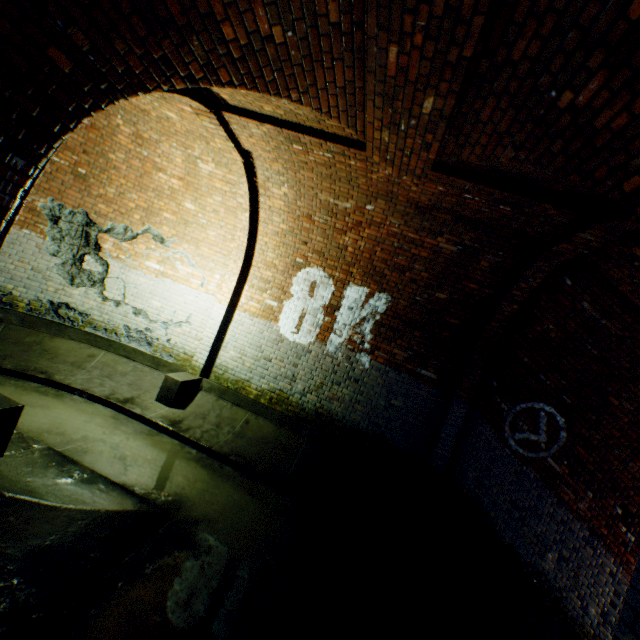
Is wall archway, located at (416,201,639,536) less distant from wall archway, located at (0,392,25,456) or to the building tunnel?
the building tunnel

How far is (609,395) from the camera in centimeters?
514cm

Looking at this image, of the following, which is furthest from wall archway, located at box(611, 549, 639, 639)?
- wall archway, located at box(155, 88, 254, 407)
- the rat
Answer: wall archway, located at box(155, 88, 254, 407)

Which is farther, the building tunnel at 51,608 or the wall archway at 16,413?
the wall archway at 16,413

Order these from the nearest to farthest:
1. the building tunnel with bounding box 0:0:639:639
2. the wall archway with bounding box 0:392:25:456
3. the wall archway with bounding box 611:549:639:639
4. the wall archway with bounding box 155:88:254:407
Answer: the wall archway with bounding box 611:549:639:639 → the building tunnel with bounding box 0:0:639:639 → the wall archway with bounding box 0:392:25:456 → the wall archway with bounding box 155:88:254:407

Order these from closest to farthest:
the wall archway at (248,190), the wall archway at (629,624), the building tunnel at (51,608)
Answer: the wall archway at (629,624) < the building tunnel at (51,608) < the wall archway at (248,190)

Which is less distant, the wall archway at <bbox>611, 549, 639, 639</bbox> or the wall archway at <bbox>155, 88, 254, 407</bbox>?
the wall archway at <bbox>611, 549, 639, 639</bbox>

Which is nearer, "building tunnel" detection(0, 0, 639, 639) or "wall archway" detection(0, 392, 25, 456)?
"building tunnel" detection(0, 0, 639, 639)
